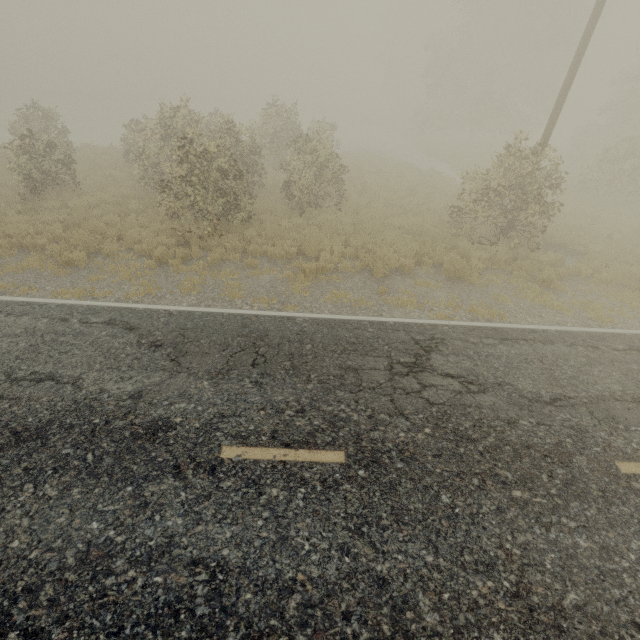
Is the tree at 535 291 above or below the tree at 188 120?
below

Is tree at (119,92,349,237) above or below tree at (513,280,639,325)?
above

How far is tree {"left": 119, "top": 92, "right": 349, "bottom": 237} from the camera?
10.11m

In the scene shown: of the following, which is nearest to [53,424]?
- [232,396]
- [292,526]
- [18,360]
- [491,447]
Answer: [18,360]

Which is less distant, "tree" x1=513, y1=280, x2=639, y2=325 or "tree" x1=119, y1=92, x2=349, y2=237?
"tree" x1=513, y1=280, x2=639, y2=325

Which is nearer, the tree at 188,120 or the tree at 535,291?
the tree at 535,291
